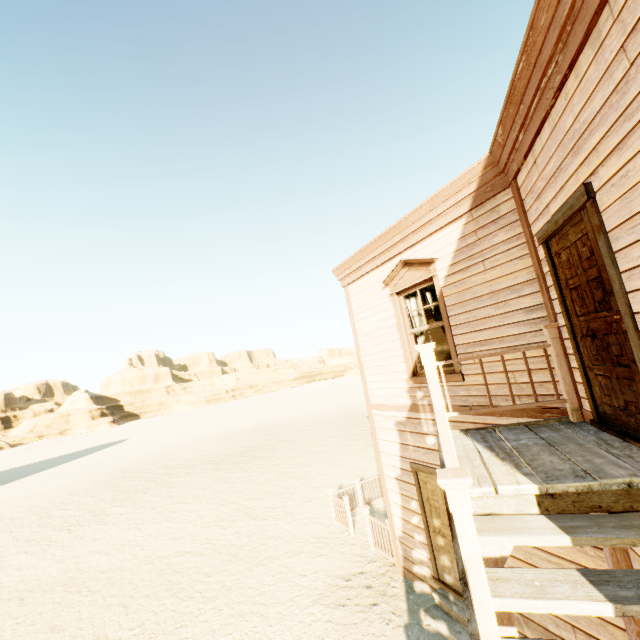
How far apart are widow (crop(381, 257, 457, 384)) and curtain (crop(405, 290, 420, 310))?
0.10m

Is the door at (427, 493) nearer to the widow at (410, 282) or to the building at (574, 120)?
the building at (574, 120)

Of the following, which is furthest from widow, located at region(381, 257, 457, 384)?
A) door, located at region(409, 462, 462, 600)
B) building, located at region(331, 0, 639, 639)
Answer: door, located at region(409, 462, 462, 600)

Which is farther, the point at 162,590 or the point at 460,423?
the point at 162,590

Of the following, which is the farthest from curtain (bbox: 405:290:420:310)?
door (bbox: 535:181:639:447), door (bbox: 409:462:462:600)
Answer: door (bbox: 535:181:639:447)

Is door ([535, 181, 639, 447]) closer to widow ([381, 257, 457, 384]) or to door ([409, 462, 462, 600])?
widow ([381, 257, 457, 384])

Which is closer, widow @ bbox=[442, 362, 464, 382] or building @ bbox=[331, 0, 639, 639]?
building @ bbox=[331, 0, 639, 639]

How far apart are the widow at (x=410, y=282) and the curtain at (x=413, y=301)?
0.1m
